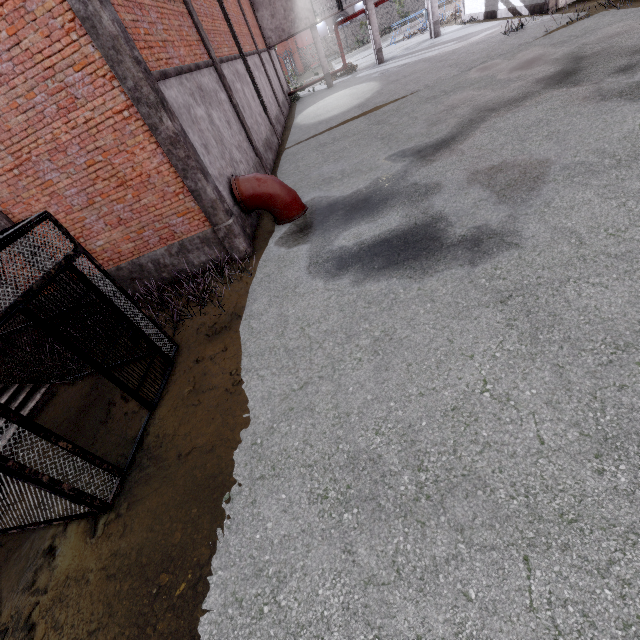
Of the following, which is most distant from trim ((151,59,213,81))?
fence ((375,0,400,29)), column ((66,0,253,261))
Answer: fence ((375,0,400,29))

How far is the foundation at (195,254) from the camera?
8.20m

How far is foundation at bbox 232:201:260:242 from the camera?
8.60m

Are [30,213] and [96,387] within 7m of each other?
yes

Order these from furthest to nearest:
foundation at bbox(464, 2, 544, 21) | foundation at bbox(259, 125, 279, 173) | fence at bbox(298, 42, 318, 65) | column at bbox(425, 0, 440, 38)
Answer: fence at bbox(298, 42, 318, 65)
column at bbox(425, 0, 440, 38)
foundation at bbox(464, 2, 544, 21)
foundation at bbox(259, 125, 279, 173)

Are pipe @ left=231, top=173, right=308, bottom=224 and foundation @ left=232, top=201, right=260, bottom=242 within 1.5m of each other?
yes

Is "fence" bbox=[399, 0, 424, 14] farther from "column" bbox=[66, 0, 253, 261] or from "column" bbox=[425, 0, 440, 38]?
"column" bbox=[66, 0, 253, 261]

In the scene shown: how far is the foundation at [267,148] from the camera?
13.4 meters
